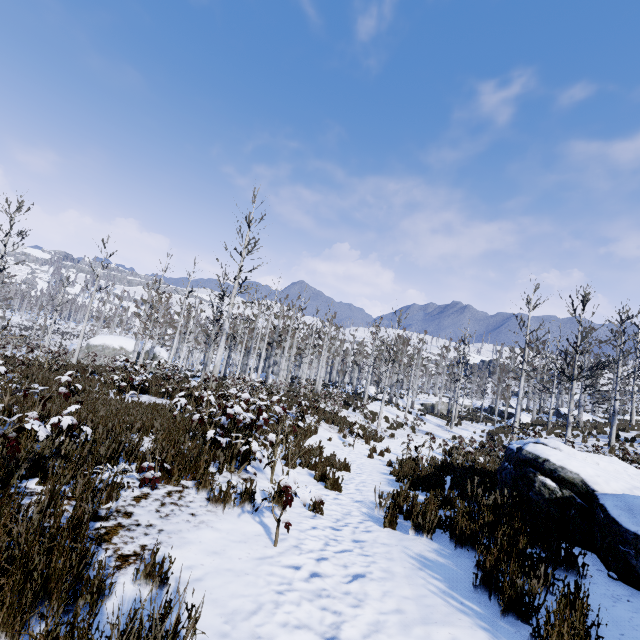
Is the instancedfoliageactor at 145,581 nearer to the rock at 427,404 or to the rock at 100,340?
the rock at 100,340

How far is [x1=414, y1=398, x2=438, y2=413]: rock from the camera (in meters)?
42.22

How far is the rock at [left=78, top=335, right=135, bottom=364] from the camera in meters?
Result: 33.0

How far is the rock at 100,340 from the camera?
33.0 meters

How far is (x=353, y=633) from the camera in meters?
2.4

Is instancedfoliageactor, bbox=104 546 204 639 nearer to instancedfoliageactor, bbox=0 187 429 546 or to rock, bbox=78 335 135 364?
instancedfoliageactor, bbox=0 187 429 546

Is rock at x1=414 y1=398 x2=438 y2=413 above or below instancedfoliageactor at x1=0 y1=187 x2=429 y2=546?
below

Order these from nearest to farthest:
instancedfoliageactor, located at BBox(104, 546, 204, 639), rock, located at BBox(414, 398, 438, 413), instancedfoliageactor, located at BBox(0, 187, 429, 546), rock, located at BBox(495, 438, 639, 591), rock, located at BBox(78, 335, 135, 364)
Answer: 1. instancedfoliageactor, located at BBox(104, 546, 204, 639)
2. rock, located at BBox(495, 438, 639, 591)
3. instancedfoliageactor, located at BBox(0, 187, 429, 546)
4. rock, located at BBox(78, 335, 135, 364)
5. rock, located at BBox(414, 398, 438, 413)
